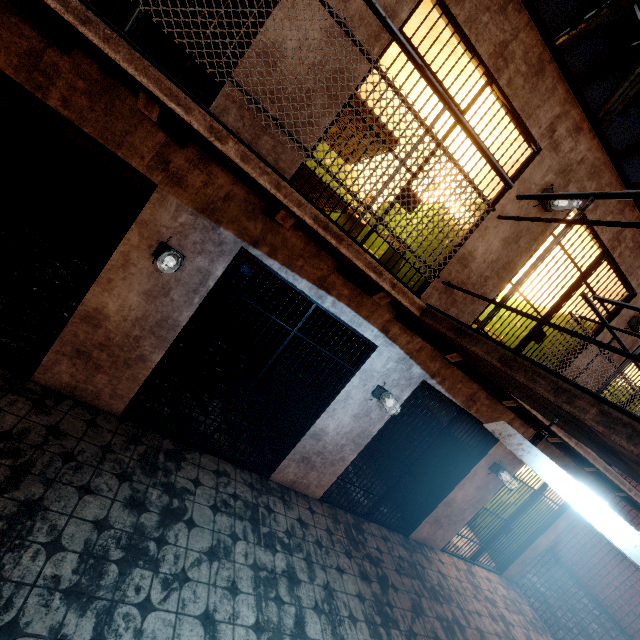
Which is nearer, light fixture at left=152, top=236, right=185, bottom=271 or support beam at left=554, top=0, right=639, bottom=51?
light fixture at left=152, top=236, right=185, bottom=271

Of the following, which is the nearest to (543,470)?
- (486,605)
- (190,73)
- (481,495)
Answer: (481,495)

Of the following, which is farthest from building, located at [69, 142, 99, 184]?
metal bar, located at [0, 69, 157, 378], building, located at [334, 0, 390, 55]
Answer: building, located at [334, 0, 390, 55]

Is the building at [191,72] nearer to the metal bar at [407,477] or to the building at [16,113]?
the building at [16,113]

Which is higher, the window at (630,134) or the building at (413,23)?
the window at (630,134)

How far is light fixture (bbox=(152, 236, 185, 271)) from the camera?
3.1m

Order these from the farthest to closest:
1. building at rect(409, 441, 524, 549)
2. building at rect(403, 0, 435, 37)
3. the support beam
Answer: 1. building at rect(409, 441, 524, 549)
2. the support beam
3. building at rect(403, 0, 435, 37)

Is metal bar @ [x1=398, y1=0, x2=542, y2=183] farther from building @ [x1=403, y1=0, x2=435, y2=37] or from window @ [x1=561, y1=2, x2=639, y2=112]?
window @ [x1=561, y1=2, x2=639, y2=112]
